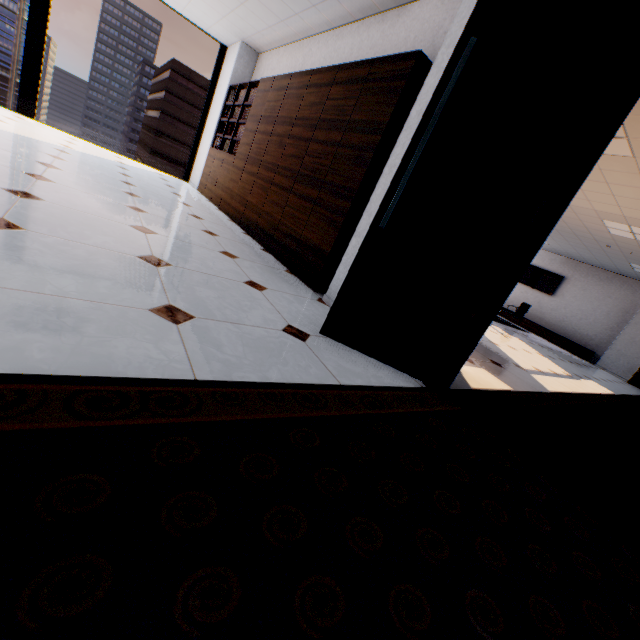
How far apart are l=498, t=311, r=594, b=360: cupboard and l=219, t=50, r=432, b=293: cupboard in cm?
1168

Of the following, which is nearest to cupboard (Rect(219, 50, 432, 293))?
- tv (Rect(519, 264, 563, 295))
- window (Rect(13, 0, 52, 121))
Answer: window (Rect(13, 0, 52, 121))

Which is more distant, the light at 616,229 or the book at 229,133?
the light at 616,229

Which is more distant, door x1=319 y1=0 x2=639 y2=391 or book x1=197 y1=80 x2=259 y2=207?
book x1=197 y1=80 x2=259 y2=207

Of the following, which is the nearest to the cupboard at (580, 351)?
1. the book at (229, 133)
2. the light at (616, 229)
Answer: the light at (616, 229)

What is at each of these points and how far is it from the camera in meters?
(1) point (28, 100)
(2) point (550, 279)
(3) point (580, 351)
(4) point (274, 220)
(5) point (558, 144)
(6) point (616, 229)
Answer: (1) window, 6.0 m
(2) tv, 12.3 m
(3) cupboard, 11.0 m
(4) cupboard, 4.1 m
(5) door, 1.7 m
(6) light, 6.9 m

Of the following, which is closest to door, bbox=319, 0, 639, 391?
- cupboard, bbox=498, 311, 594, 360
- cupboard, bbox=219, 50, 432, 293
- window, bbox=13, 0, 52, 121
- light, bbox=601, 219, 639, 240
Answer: cupboard, bbox=219, 50, 432, 293

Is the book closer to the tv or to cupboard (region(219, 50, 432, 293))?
cupboard (region(219, 50, 432, 293))
